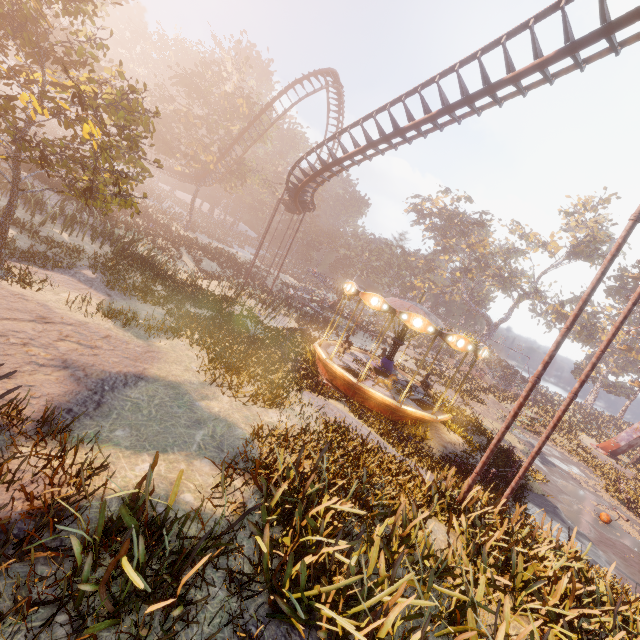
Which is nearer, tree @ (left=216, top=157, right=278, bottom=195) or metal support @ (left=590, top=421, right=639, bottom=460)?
metal support @ (left=590, top=421, right=639, bottom=460)

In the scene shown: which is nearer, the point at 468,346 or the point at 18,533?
the point at 18,533

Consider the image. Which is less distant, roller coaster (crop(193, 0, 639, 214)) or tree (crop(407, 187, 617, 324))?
roller coaster (crop(193, 0, 639, 214))

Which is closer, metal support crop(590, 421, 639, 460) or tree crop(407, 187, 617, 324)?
metal support crop(590, 421, 639, 460)

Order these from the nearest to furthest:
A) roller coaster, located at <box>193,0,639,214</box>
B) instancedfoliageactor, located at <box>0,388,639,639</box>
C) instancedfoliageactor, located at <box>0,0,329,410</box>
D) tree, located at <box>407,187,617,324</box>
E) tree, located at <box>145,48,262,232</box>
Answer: instancedfoliageactor, located at <box>0,388,639,639</box> < instancedfoliageactor, located at <box>0,0,329,410</box> < roller coaster, located at <box>193,0,639,214</box> < tree, located at <box>145,48,262,232</box> < tree, located at <box>407,187,617,324</box>

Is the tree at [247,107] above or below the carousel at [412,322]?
above

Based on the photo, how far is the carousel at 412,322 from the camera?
13.3 meters

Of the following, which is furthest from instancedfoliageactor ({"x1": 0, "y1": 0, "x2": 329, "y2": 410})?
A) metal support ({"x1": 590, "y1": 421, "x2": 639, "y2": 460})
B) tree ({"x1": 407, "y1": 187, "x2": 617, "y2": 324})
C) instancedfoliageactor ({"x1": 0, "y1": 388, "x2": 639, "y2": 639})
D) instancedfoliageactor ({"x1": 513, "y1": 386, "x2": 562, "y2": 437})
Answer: tree ({"x1": 407, "y1": 187, "x2": 617, "y2": 324})
